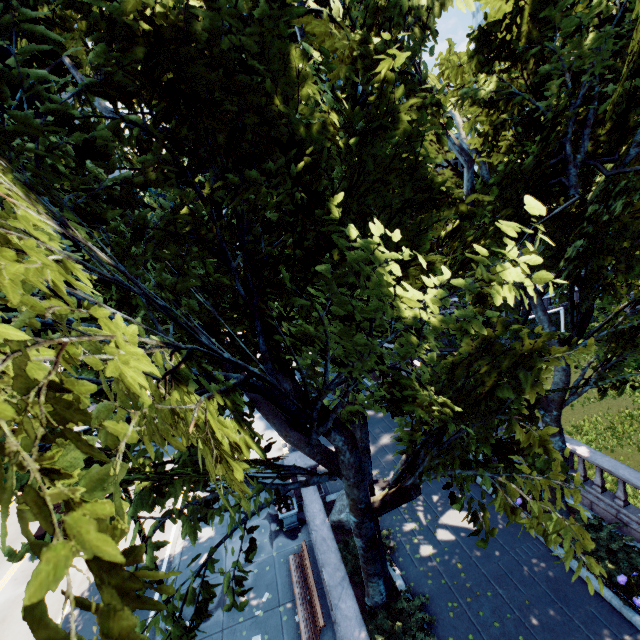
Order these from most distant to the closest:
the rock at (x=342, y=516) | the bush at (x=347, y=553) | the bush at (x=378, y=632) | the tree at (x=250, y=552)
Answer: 1. the rock at (x=342, y=516)
2. the bush at (x=347, y=553)
3. the bush at (x=378, y=632)
4. the tree at (x=250, y=552)

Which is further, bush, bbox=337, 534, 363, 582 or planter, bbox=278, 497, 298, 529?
planter, bbox=278, 497, 298, 529

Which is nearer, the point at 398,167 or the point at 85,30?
the point at 398,167

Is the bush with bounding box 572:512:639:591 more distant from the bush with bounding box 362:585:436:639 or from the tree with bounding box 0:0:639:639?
the bush with bounding box 362:585:436:639

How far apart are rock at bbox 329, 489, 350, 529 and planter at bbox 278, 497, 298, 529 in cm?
134

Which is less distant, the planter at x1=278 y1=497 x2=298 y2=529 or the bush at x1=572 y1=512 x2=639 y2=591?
the bush at x1=572 y1=512 x2=639 y2=591

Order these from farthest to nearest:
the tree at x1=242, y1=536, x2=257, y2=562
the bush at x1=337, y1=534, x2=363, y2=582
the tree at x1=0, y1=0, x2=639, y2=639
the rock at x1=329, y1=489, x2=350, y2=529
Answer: the rock at x1=329, y1=489, x2=350, y2=529
the bush at x1=337, y1=534, x2=363, y2=582
the tree at x1=242, y1=536, x2=257, y2=562
the tree at x1=0, y1=0, x2=639, y2=639

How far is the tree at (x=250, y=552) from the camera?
6.45m
